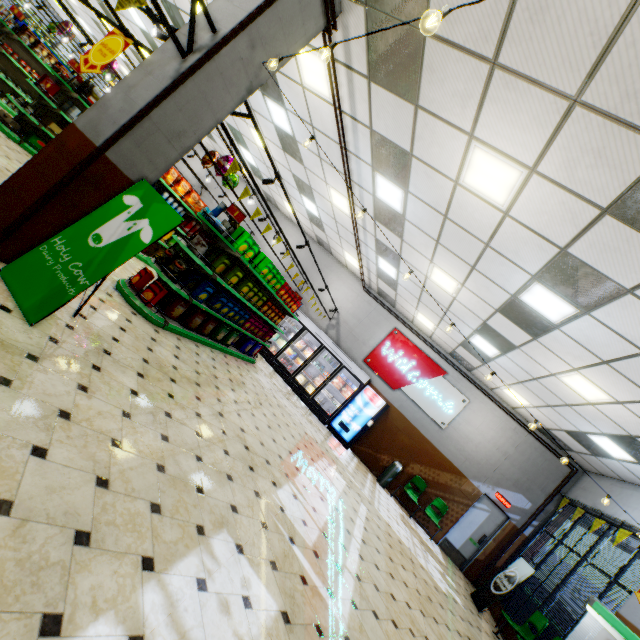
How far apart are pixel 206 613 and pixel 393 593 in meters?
3.8

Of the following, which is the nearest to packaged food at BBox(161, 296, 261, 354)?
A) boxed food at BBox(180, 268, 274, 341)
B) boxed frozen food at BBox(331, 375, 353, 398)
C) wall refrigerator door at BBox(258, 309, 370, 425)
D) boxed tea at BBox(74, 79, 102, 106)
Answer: boxed food at BBox(180, 268, 274, 341)

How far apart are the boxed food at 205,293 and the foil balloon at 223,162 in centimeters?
372cm

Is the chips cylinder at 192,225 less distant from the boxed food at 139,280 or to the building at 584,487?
the building at 584,487

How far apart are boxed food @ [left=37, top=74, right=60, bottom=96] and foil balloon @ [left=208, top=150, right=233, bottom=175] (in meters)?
3.47

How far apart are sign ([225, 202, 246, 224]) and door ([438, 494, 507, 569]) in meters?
11.1 m

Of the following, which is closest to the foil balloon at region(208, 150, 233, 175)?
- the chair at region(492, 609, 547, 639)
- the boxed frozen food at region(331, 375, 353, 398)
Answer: the boxed frozen food at region(331, 375, 353, 398)

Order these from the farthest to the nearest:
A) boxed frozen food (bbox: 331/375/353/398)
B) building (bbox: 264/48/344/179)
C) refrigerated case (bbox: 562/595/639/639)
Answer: boxed frozen food (bbox: 331/375/353/398), building (bbox: 264/48/344/179), refrigerated case (bbox: 562/595/639/639)
